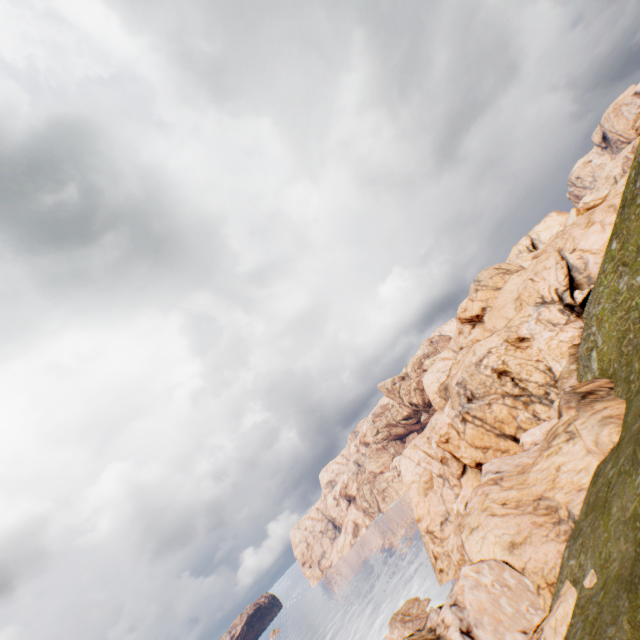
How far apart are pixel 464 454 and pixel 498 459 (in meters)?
15.26
